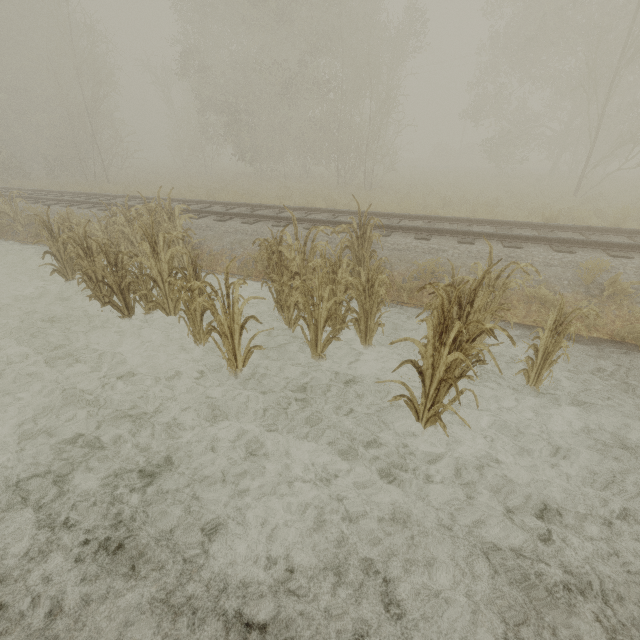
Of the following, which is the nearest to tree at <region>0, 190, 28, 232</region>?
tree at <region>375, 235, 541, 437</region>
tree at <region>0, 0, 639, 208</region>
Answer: tree at <region>375, 235, 541, 437</region>

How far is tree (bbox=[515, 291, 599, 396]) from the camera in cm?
370

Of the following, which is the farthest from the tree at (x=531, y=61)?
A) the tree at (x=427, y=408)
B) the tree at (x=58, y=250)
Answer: the tree at (x=427, y=408)

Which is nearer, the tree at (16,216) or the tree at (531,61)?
the tree at (16,216)

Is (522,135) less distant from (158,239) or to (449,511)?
(158,239)

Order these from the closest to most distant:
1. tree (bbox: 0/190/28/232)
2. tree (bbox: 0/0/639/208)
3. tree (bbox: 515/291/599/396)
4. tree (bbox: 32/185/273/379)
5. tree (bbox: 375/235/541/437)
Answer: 1. tree (bbox: 375/235/541/437)
2. tree (bbox: 515/291/599/396)
3. tree (bbox: 32/185/273/379)
4. tree (bbox: 0/190/28/232)
5. tree (bbox: 0/0/639/208)

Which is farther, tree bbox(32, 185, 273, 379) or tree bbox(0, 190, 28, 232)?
tree bbox(0, 190, 28, 232)
